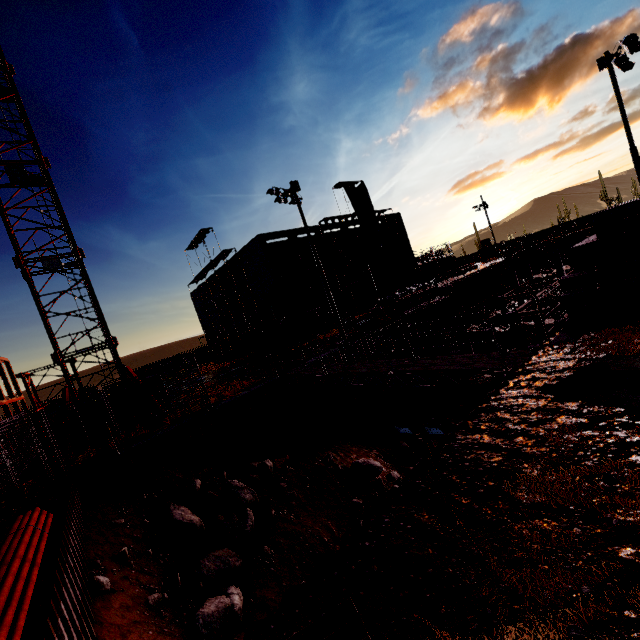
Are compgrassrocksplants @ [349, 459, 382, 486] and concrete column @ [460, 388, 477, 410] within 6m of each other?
no

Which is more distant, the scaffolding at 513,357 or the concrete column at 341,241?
the concrete column at 341,241

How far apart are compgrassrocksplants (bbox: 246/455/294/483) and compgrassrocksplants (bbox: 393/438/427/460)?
7.96m

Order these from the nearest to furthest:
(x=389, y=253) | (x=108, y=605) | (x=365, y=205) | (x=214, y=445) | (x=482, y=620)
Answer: (x=482, y=620) → (x=108, y=605) → (x=214, y=445) → (x=365, y=205) → (x=389, y=253)

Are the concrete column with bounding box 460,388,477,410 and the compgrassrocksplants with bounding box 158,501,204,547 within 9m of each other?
no

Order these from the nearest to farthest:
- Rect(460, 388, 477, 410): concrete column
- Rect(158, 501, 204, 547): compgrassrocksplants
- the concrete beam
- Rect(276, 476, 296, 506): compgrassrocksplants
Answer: the concrete beam → Rect(158, 501, 204, 547): compgrassrocksplants → Rect(276, 476, 296, 506): compgrassrocksplants → Rect(460, 388, 477, 410): concrete column

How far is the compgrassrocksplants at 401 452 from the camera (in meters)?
18.83

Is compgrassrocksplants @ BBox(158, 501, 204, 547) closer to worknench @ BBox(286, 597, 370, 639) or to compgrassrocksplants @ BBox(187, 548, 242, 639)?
compgrassrocksplants @ BBox(187, 548, 242, 639)
